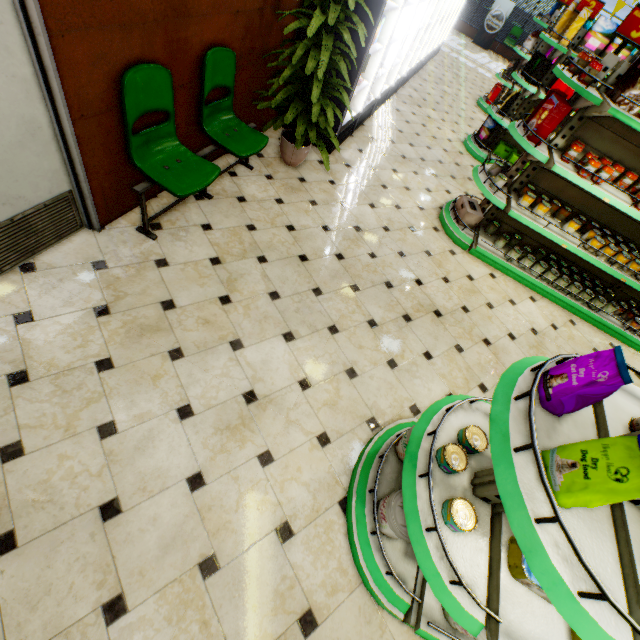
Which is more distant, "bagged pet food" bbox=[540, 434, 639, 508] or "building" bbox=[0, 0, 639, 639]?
"building" bbox=[0, 0, 639, 639]

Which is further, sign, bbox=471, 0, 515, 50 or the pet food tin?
sign, bbox=471, 0, 515, 50

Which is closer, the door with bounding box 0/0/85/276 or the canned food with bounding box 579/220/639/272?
the door with bounding box 0/0/85/276

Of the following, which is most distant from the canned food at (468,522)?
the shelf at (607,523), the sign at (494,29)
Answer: the sign at (494,29)

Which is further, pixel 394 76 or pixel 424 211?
pixel 394 76

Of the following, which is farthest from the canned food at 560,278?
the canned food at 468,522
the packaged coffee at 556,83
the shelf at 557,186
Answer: the canned food at 468,522

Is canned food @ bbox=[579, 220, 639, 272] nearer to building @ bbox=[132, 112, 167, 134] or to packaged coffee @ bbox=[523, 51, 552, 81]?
building @ bbox=[132, 112, 167, 134]

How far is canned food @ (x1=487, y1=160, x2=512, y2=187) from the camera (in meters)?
3.94
